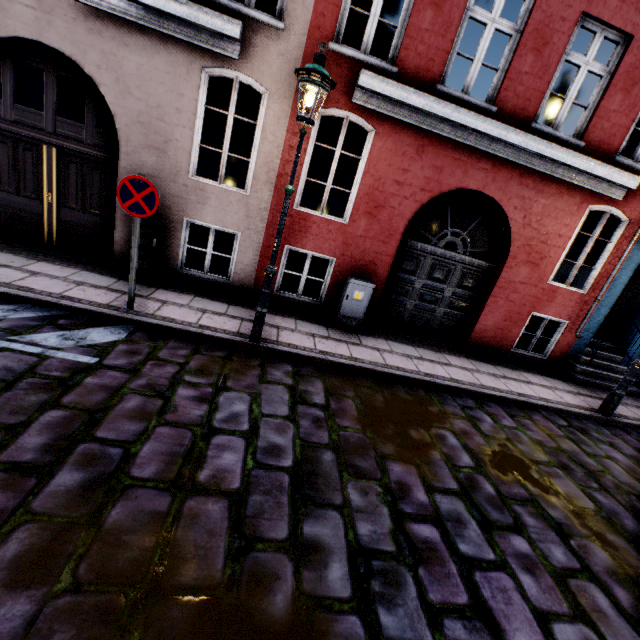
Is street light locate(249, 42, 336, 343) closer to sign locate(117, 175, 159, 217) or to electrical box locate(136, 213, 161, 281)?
sign locate(117, 175, 159, 217)

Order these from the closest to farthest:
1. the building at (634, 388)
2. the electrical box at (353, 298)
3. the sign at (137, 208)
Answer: the sign at (137, 208) < the electrical box at (353, 298) < the building at (634, 388)

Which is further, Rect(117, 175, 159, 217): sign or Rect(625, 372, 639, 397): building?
Rect(625, 372, 639, 397): building

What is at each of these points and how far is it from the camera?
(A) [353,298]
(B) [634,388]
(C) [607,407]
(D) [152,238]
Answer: (A) electrical box, 6.6 meters
(B) building, 8.2 meters
(C) street light, 6.3 meters
(D) electrical box, 5.9 meters

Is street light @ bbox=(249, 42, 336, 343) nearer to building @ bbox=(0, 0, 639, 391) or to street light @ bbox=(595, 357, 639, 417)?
building @ bbox=(0, 0, 639, 391)

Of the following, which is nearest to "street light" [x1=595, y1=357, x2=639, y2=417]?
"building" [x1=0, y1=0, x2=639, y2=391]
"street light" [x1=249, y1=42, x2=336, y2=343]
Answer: "building" [x1=0, y1=0, x2=639, y2=391]

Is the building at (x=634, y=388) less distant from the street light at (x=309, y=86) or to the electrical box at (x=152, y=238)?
the electrical box at (x=152, y=238)

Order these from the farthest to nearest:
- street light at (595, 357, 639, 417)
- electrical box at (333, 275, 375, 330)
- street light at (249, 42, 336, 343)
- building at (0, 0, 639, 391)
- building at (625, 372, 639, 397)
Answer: building at (625, 372, 639, 397)
electrical box at (333, 275, 375, 330)
street light at (595, 357, 639, 417)
building at (0, 0, 639, 391)
street light at (249, 42, 336, 343)
